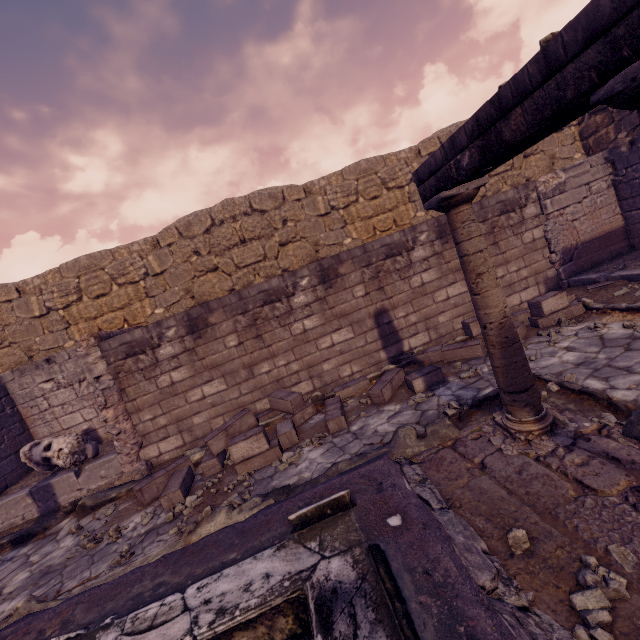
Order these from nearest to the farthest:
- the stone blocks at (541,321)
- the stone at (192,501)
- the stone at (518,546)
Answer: the stone at (518,546), the stone at (192,501), the stone blocks at (541,321)

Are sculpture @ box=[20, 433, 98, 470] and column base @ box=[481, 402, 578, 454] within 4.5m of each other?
no

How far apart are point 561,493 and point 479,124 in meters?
2.7

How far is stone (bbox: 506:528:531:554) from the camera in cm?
207

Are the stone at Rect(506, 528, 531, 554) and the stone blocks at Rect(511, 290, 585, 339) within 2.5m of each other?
no

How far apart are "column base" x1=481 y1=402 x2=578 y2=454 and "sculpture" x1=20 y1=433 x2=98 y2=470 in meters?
6.9 m

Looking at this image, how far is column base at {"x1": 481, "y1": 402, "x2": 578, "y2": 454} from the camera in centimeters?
291cm

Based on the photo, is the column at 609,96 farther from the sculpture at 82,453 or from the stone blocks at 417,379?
the sculpture at 82,453
